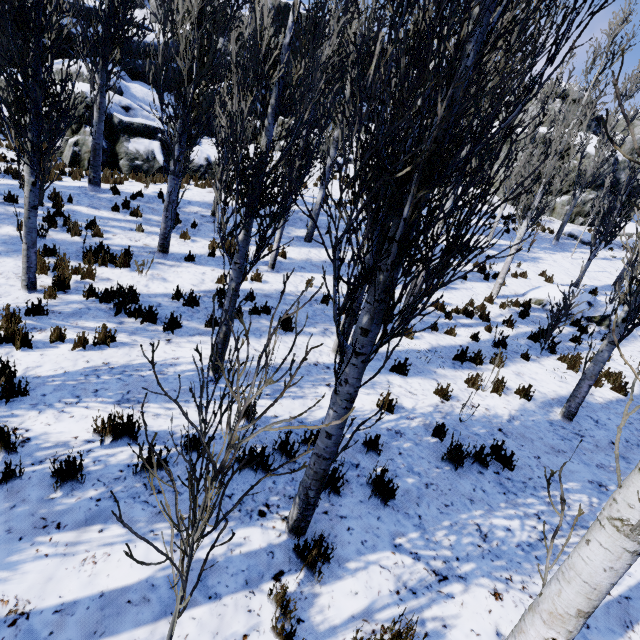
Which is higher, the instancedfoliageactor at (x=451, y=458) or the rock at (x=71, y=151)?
the rock at (x=71, y=151)

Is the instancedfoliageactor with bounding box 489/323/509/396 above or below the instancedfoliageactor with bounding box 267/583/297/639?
above

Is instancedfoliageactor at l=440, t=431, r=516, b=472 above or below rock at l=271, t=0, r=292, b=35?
below

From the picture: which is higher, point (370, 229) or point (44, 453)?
point (370, 229)

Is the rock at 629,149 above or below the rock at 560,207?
above

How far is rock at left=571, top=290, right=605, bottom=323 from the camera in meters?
11.2
